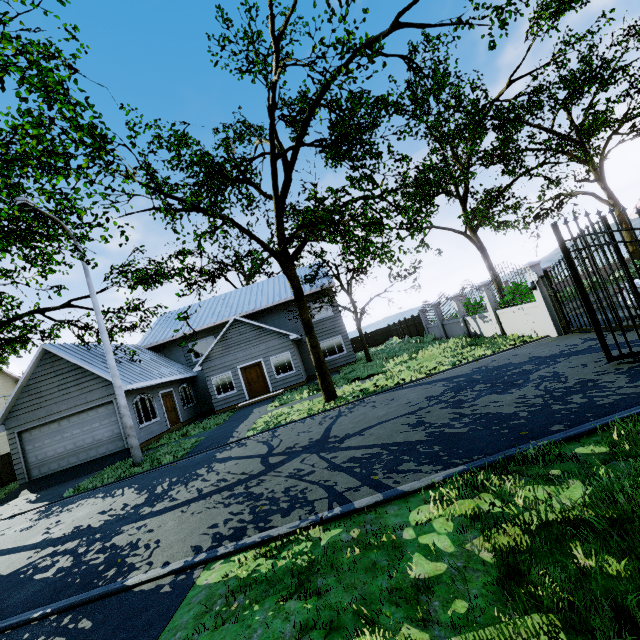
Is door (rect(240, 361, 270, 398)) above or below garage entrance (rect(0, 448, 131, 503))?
above

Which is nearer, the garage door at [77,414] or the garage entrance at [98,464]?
the garage entrance at [98,464]

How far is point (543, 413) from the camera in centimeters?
504cm

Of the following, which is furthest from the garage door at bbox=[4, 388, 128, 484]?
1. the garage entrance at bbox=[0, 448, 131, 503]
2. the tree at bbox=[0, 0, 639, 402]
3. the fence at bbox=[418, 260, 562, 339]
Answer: the fence at bbox=[418, 260, 562, 339]

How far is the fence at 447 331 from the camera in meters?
10.7 m

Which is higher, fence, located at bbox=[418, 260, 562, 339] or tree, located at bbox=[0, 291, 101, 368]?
tree, located at bbox=[0, 291, 101, 368]

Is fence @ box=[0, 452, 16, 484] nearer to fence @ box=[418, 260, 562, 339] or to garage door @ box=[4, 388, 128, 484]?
garage door @ box=[4, 388, 128, 484]

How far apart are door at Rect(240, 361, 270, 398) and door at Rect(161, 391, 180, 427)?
4.4m
